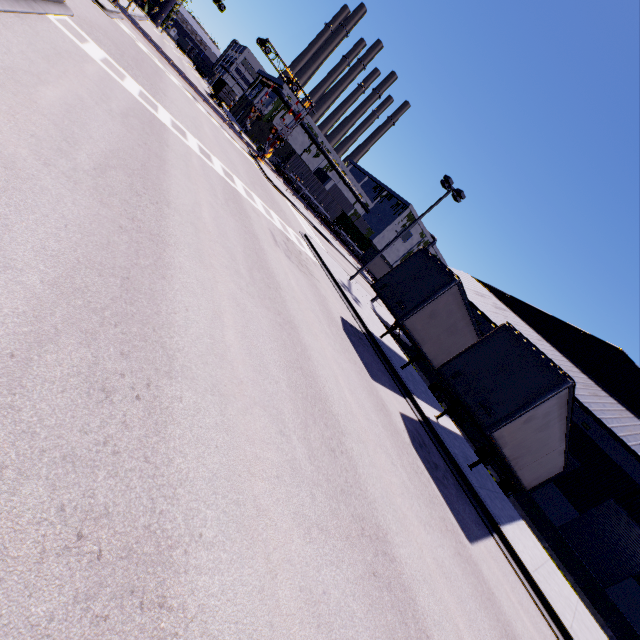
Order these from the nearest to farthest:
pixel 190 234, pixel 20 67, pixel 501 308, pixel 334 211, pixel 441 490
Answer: pixel 20 67, pixel 190 234, pixel 441 490, pixel 501 308, pixel 334 211

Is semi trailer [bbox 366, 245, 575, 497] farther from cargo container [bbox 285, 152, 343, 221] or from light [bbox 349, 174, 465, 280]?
light [bbox 349, 174, 465, 280]

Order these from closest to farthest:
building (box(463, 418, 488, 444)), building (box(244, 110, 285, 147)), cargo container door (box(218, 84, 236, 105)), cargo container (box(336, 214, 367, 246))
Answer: building (box(463, 418, 488, 444)) → cargo container door (box(218, 84, 236, 105)) → cargo container (box(336, 214, 367, 246)) → building (box(244, 110, 285, 147))

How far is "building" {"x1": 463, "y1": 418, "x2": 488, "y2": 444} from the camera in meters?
23.2

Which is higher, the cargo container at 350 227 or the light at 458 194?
the light at 458 194

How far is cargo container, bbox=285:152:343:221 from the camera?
46.8 meters

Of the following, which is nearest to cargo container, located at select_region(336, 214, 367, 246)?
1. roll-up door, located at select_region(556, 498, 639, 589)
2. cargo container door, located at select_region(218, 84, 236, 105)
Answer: cargo container door, located at select_region(218, 84, 236, 105)

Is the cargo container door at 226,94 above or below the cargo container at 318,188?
below
